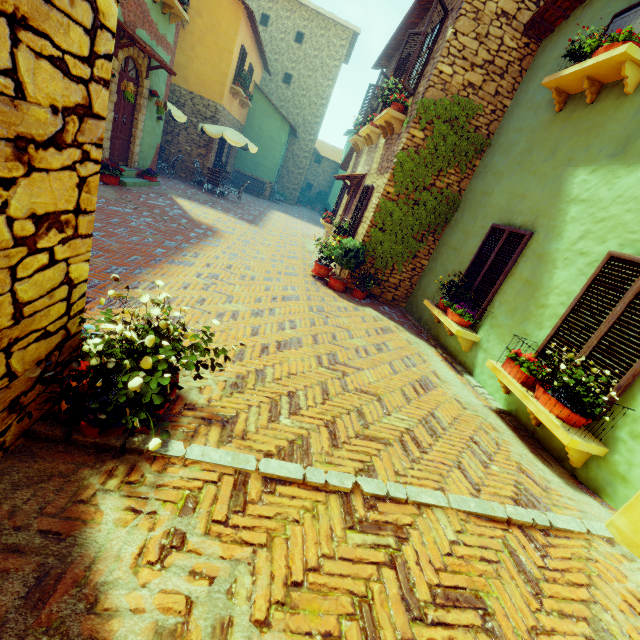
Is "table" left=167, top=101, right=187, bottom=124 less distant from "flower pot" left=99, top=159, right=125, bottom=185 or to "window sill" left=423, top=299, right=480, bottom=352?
"flower pot" left=99, top=159, right=125, bottom=185

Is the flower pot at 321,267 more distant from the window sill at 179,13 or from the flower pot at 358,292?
the window sill at 179,13

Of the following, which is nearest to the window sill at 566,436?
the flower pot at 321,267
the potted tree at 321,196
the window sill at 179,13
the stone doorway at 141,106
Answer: the flower pot at 321,267

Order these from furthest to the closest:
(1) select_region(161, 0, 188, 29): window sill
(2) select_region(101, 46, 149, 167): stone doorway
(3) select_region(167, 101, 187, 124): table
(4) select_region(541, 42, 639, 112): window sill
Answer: (3) select_region(167, 101, 187, 124): table, (1) select_region(161, 0, 188, 29): window sill, (2) select_region(101, 46, 149, 167): stone doorway, (4) select_region(541, 42, 639, 112): window sill

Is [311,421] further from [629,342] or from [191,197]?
[191,197]

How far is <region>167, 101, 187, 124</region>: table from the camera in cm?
1250

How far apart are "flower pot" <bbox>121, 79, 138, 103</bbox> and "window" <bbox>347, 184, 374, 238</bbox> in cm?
627

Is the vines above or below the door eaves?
below
